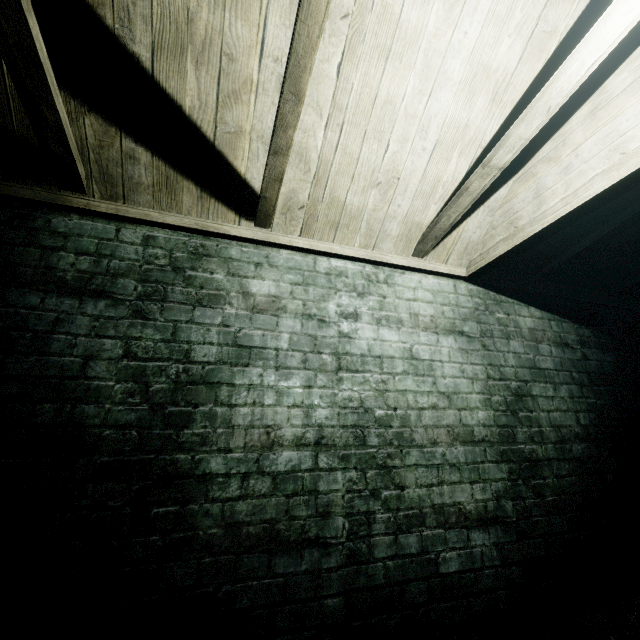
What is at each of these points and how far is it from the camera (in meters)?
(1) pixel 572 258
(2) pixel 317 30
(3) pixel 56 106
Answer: (1) beam, 2.38
(2) beam, 1.09
(3) beam, 1.24

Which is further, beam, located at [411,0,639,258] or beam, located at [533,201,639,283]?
beam, located at [533,201,639,283]

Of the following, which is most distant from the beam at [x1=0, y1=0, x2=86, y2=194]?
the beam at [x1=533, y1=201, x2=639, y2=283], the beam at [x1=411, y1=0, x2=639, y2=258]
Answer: the beam at [x1=533, y1=201, x2=639, y2=283]

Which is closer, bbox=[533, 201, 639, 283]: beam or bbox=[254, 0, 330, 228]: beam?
bbox=[254, 0, 330, 228]: beam

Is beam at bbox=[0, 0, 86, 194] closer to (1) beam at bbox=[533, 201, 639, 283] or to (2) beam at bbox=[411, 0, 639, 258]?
(2) beam at bbox=[411, 0, 639, 258]

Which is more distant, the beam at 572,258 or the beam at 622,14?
the beam at 572,258

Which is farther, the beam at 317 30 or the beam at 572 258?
the beam at 572 258
